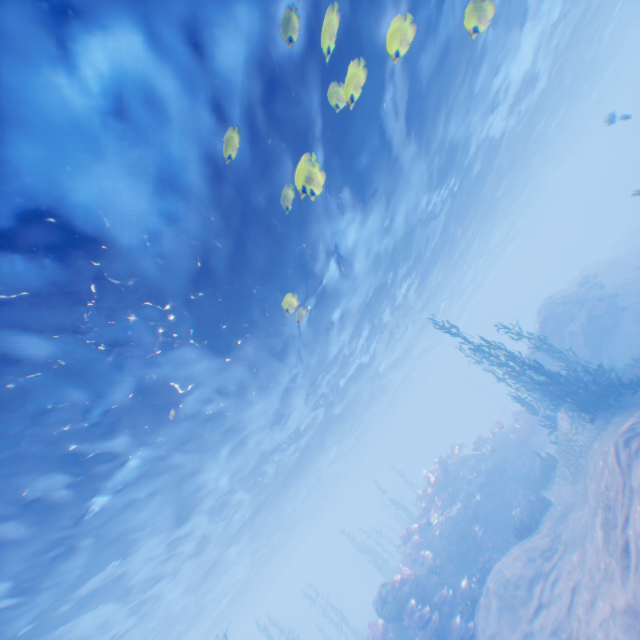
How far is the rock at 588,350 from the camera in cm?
1956

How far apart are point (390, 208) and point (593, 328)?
15.4 meters

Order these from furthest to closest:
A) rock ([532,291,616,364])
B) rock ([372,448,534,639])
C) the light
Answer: rock ([532,291,616,364]) → rock ([372,448,534,639]) → the light

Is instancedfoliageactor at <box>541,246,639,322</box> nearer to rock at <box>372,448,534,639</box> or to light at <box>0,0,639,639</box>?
light at <box>0,0,639,639</box>

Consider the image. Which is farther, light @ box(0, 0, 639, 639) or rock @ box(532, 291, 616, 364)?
rock @ box(532, 291, 616, 364)

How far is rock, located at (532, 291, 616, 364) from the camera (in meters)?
19.56

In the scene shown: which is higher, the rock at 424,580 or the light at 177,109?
the light at 177,109

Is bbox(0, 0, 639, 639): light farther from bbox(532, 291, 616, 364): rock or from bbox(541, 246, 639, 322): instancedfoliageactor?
bbox(541, 246, 639, 322): instancedfoliageactor
